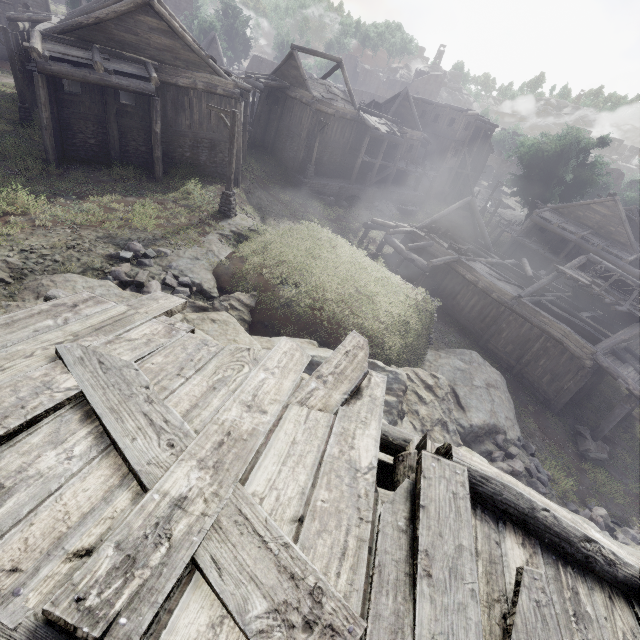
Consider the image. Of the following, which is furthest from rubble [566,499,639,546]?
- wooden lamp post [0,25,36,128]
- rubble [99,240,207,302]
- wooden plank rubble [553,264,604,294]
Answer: wooden lamp post [0,25,36,128]

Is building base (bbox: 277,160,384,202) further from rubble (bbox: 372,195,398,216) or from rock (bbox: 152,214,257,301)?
rock (bbox: 152,214,257,301)

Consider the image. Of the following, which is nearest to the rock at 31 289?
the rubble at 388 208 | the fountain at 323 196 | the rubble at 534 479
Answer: the rubble at 534 479

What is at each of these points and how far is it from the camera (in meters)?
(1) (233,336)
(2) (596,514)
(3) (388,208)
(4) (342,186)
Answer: (1) rock, 10.36
(2) rubble, 12.33
(3) rubble, 32.97
(4) building base, 30.22

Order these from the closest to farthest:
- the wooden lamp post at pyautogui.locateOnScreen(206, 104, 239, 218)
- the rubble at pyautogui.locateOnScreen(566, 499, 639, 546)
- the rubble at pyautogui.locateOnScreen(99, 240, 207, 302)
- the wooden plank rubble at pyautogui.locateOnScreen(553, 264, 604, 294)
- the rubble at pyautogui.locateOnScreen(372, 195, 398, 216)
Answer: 1. the rubble at pyautogui.locateOnScreen(99, 240, 207, 302)
2. the rubble at pyautogui.locateOnScreen(566, 499, 639, 546)
3. the wooden lamp post at pyautogui.locateOnScreen(206, 104, 239, 218)
4. the wooden plank rubble at pyautogui.locateOnScreen(553, 264, 604, 294)
5. the rubble at pyautogui.locateOnScreen(372, 195, 398, 216)

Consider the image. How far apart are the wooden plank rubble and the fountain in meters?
16.8 m

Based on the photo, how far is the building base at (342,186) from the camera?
28.64m

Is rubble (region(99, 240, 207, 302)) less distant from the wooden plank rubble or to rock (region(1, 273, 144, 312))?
rock (region(1, 273, 144, 312))
